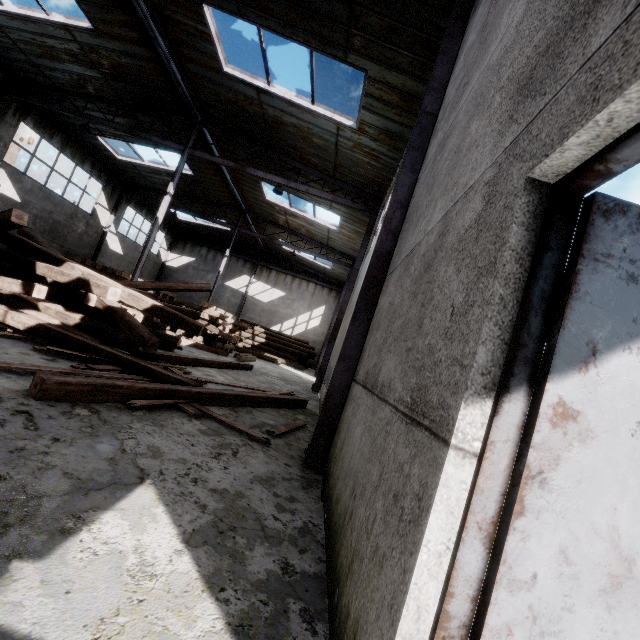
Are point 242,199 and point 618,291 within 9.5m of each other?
no

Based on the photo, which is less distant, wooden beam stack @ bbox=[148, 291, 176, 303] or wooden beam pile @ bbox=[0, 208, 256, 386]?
wooden beam pile @ bbox=[0, 208, 256, 386]

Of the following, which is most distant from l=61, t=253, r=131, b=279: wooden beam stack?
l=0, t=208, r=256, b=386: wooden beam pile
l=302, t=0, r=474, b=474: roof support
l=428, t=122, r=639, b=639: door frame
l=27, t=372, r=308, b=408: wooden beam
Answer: l=428, t=122, r=639, b=639: door frame

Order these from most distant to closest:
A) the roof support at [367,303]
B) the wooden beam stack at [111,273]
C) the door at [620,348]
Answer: the wooden beam stack at [111,273] < the roof support at [367,303] < the door at [620,348]

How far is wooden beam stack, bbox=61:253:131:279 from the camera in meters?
14.2 m

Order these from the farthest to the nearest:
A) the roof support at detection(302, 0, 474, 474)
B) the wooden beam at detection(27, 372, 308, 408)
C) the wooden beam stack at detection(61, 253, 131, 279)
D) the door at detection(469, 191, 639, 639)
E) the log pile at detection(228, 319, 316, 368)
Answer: the log pile at detection(228, 319, 316, 368) < the wooden beam stack at detection(61, 253, 131, 279) < the roof support at detection(302, 0, 474, 474) < the wooden beam at detection(27, 372, 308, 408) < the door at detection(469, 191, 639, 639)

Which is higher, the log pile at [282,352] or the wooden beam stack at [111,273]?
the wooden beam stack at [111,273]

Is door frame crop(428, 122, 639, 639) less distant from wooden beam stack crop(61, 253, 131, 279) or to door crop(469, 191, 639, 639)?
door crop(469, 191, 639, 639)
